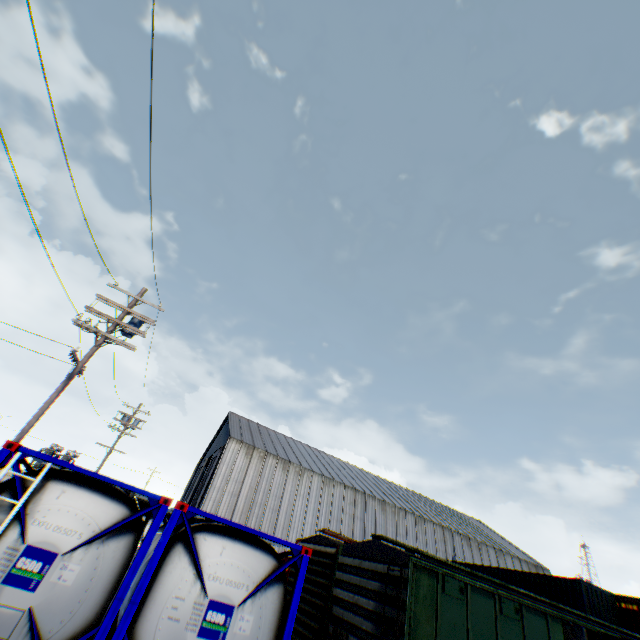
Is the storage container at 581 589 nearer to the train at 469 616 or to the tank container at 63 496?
the train at 469 616

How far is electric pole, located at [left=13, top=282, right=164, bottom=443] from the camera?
10.3m

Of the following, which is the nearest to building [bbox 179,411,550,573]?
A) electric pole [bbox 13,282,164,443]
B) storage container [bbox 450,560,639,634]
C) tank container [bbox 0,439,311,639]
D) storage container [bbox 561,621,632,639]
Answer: storage container [bbox 450,560,639,634]

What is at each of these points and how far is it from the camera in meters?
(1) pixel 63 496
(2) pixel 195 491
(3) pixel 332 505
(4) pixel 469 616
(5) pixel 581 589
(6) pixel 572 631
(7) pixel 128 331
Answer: (1) tank container, 5.6 m
(2) hanging door, 43.9 m
(3) building, 34.7 m
(4) train, 7.1 m
(5) storage container, 16.4 m
(6) storage container, 4.4 m
(7) electric pole, 12.7 m

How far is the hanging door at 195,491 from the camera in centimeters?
3441cm

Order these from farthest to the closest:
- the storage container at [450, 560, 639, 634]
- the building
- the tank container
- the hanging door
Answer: the hanging door, the building, the storage container at [450, 560, 639, 634], the tank container

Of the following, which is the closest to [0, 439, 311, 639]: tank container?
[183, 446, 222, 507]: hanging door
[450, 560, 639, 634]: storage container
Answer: [450, 560, 639, 634]: storage container

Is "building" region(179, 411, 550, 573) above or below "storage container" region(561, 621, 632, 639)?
above
